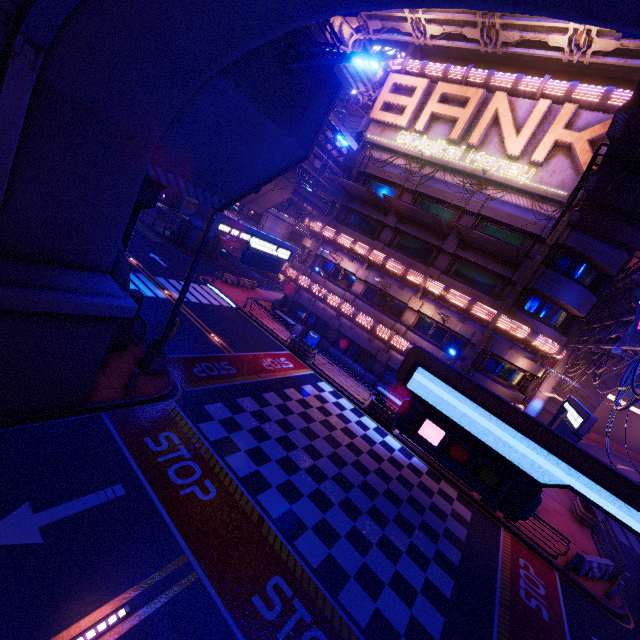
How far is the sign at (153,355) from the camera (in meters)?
12.60

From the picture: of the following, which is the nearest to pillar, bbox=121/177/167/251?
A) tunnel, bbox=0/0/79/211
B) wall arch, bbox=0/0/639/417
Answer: wall arch, bbox=0/0/639/417

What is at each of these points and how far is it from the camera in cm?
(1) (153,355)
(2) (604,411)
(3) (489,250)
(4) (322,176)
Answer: (1) sign, 1345
(2) tunnel, 5444
(3) awning, 2062
(4) pipe, 3691

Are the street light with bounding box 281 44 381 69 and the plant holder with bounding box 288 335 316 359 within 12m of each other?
no

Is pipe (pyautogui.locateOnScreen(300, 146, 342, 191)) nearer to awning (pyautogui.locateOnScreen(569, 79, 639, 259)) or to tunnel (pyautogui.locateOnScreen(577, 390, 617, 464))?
awning (pyautogui.locateOnScreen(569, 79, 639, 259))

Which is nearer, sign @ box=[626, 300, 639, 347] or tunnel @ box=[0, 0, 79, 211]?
tunnel @ box=[0, 0, 79, 211]

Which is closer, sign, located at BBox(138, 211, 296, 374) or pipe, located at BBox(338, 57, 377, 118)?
sign, located at BBox(138, 211, 296, 374)

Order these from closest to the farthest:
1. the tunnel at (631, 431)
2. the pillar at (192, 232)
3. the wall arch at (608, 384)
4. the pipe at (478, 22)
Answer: the pipe at (478, 22)
the wall arch at (608, 384)
the pillar at (192, 232)
the tunnel at (631, 431)
